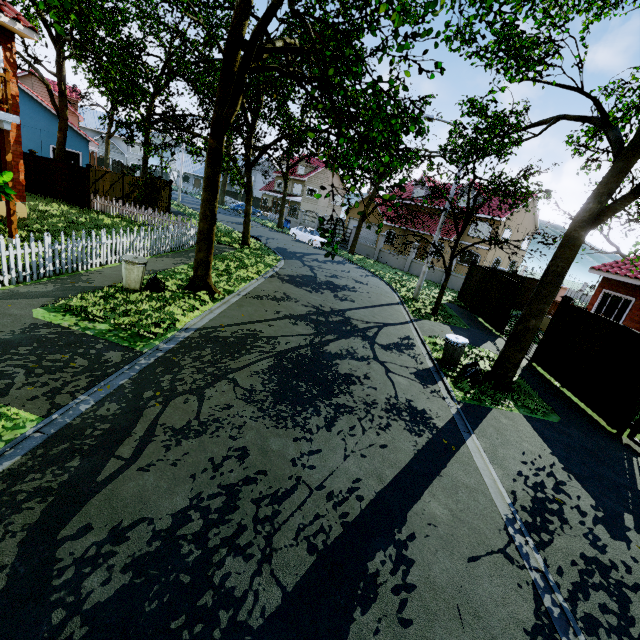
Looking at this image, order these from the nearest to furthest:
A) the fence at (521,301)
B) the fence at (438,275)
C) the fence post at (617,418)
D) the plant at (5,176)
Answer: the fence post at (617,418)
the plant at (5,176)
the fence at (521,301)
the fence at (438,275)

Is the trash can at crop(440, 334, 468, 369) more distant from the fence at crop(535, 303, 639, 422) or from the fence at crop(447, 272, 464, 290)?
the fence at crop(447, 272, 464, 290)

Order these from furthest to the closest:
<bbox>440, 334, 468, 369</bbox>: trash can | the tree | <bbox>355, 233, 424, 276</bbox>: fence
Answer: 1. <bbox>355, 233, 424, 276</bbox>: fence
2. <bbox>440, 334, 468, 369</bbox>: trash can
3. the tree

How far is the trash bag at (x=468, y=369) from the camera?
8.92m

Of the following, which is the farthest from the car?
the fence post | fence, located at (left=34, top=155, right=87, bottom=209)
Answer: the fence post

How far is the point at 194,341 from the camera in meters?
7.7

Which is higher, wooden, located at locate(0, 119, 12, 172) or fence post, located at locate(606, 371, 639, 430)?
wooden, located at locate(0, 119, 12, 172)

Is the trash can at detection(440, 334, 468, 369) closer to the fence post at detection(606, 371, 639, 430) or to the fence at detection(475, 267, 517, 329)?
the fence post at detection(606, 371, 639, 430)
